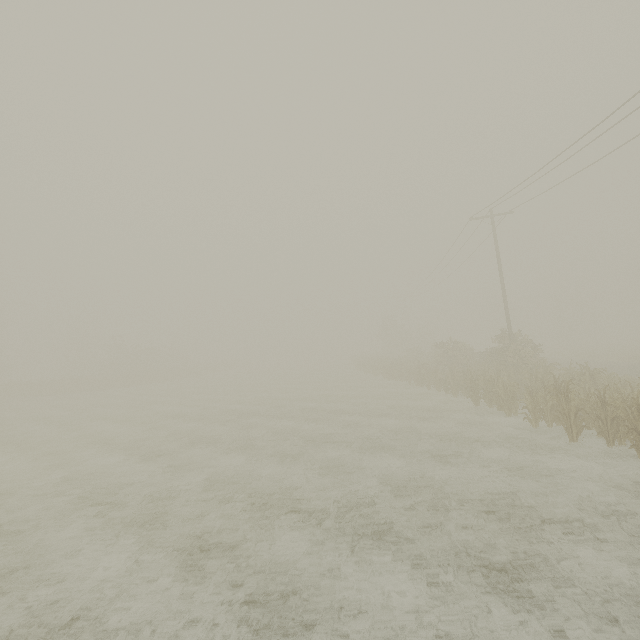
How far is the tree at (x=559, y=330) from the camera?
55.84m

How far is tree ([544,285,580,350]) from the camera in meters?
55.8 m

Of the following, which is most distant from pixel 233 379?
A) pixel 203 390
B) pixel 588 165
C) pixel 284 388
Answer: pixel 588 165
